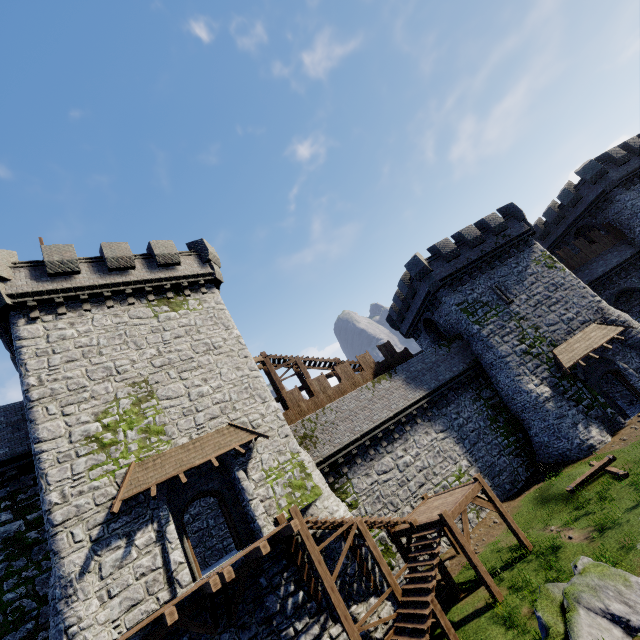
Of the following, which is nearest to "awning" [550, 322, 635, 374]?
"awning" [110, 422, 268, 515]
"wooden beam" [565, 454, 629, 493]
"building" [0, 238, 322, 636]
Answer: "wooden beam" [565, 454, 629, 493]

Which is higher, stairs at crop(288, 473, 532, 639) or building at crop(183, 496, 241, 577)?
building at crop(183, 496, 241, 577)

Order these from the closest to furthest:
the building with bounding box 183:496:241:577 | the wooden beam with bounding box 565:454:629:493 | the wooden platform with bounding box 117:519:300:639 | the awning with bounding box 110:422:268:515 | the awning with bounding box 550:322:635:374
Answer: the wooden platform with bounding box 117:519:300:639, the awning with bounding box 110:422:268:515, the wooden beam with bounding box 565:454:629:493, the building with bounding box 183:496:241:577, the awning with bounding box 550:322:635:374

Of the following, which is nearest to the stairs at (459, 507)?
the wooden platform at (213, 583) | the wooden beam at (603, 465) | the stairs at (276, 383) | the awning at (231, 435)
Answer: the wooden platform at (213, 583)

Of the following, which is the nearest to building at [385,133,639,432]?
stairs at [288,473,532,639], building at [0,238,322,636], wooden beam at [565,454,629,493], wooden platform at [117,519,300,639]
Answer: wooden beam at [565,454,629,493]

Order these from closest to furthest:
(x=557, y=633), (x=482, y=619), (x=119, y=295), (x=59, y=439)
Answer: (x=557, y=633) < (x=482, y=619) < (x=59, y=439) < (x=119, y=295)

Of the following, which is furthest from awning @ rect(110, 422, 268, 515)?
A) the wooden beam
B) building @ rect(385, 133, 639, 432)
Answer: building @ rect(385, 133, 639, 432)

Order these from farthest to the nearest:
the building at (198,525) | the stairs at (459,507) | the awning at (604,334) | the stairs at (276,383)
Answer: the stairs at (276,383), the awning at (604,334), the building at (198,525), the stairs at (459,507)
